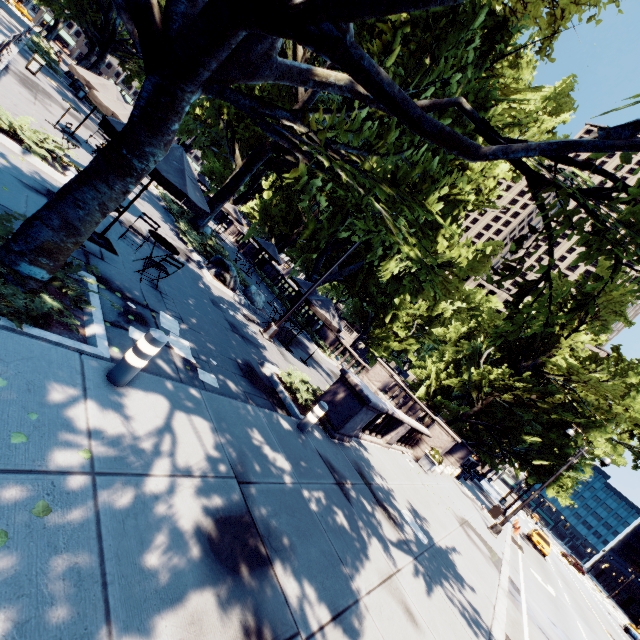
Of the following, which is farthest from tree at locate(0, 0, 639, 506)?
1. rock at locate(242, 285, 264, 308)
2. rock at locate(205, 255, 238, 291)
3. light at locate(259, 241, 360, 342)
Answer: rock at locate(242, 285, 264, 308)

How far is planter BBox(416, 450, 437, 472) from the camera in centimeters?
1606cm

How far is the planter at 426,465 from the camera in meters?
16.1

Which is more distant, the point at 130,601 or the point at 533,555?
the point at 533,555

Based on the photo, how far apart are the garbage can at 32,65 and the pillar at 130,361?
25.5m

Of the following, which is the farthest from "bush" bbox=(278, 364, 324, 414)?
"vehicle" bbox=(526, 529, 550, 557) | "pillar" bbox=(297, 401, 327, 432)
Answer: "vehicle" bbox=(526, 529, 550, 557)

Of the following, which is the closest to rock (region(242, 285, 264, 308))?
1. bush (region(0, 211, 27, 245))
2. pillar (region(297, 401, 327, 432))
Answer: pillar (region(297, 401, 327, 432))

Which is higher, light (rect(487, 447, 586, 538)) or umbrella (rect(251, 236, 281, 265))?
umbrella (rect(251, 236, 281, 265))
